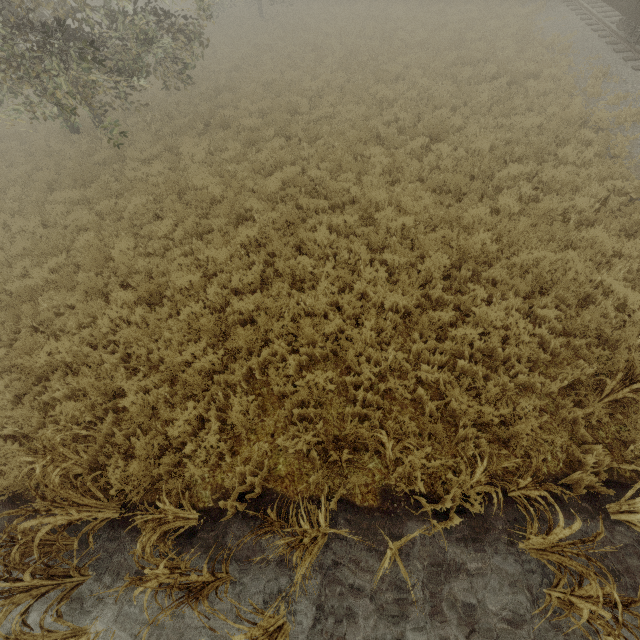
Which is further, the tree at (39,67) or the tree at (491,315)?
the tree at (39,67)

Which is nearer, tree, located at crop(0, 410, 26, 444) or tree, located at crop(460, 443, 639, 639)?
tree, located at crop(460, 443, 639, 639)

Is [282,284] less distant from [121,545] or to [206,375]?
[206,375]

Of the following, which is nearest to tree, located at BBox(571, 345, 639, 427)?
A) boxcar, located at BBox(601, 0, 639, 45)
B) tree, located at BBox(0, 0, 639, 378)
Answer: boxcar, located at BBox(601, 0, 639, 45)

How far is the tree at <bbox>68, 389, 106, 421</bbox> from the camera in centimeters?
564cm

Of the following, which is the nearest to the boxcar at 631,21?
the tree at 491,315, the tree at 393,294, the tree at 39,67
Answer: the tree at 491,315

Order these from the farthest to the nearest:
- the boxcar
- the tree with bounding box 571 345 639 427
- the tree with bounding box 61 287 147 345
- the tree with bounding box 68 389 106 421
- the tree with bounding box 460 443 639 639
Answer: the boxcar, the tree with bounding box 61 287 147 345, the tree with bounding box 68 389 106 421, the tree with bounding box 571 345 639 427, the tree with bounding box 460 443 639 639
